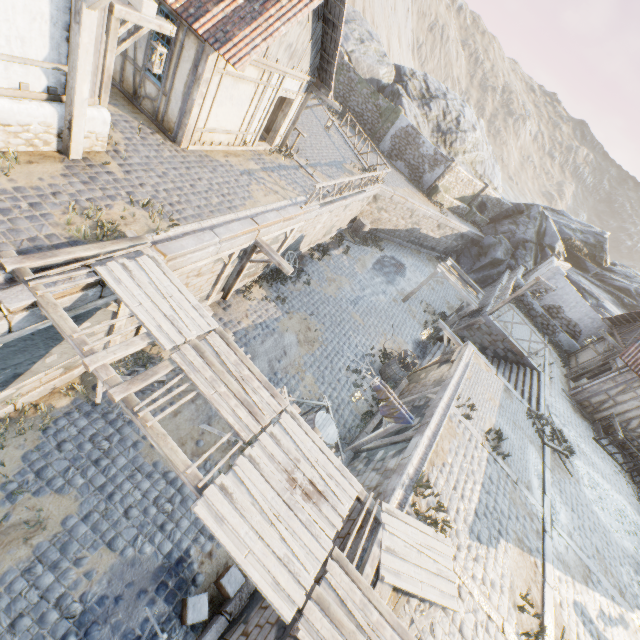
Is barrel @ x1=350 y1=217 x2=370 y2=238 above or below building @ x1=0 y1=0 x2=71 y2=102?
below

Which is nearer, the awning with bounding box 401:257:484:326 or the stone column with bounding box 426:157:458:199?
the awning with bounding box 401:257:484:326

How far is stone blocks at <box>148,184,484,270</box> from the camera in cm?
733

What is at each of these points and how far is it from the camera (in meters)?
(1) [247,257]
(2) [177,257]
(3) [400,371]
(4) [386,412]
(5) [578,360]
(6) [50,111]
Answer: (1) wooden structure, 10.48
(2) stone blocks, 7.29
(3) barrel, 13.66
(4) fabric, 9.08
(5) building, 19.45
(6) stone foundation, 6.50

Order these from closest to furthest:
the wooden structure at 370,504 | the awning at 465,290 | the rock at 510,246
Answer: the wooden structure at 370,504, the awning at 465,290, the rock at 510,246

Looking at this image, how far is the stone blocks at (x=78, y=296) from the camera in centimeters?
530cm

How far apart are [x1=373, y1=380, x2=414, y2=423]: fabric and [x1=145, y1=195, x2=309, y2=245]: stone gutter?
6.1 meters

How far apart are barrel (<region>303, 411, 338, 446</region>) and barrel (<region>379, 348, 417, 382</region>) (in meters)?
5.47
